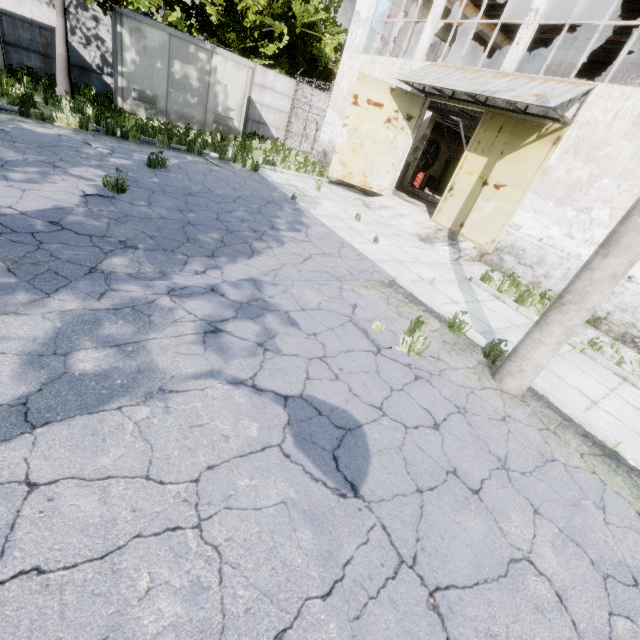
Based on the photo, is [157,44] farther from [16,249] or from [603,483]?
[603,483]

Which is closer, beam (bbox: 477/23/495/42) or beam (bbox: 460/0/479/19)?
beam (bbox: 460/0/479/19)

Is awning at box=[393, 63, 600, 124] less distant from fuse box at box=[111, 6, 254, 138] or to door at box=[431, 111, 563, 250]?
door at box=[431, 111, 563, 250]

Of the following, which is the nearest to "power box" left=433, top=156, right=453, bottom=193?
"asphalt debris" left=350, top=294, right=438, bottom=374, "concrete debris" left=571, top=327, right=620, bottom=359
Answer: "concrete debris" left=571, top=327, right=620, bottom=359

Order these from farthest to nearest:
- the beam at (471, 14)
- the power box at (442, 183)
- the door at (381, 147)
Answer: the power box at (442, 183), the beam at (471, 14), the door at (381, 147)

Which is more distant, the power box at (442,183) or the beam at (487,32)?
the power box at (442,183)

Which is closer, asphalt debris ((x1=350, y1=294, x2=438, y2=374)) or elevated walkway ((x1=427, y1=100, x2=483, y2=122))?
asphalt debris ((x1=350, y1=294, x2=438, y2=374))

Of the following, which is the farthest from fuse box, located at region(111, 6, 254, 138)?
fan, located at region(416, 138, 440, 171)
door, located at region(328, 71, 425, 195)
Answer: fan, located at region(416, 138, 440, 171)
